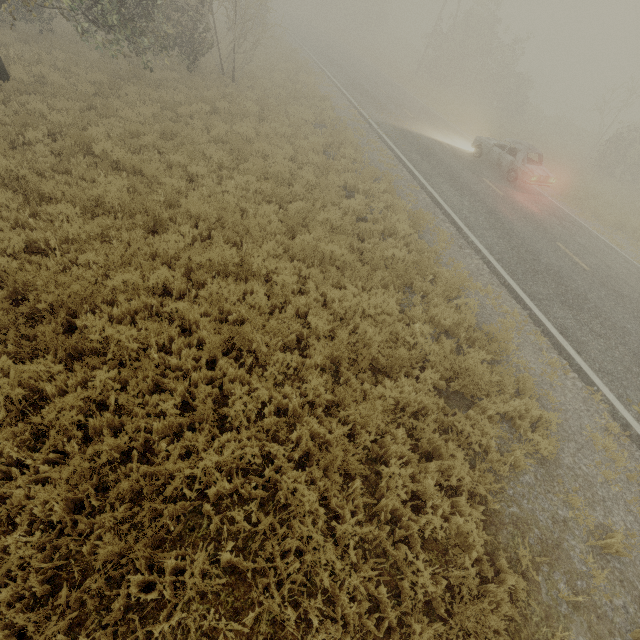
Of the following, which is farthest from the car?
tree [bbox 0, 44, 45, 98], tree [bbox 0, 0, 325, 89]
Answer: tree [bbox 0, 44, 45, 98]

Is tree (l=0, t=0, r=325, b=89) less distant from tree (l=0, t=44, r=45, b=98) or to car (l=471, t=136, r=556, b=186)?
tree (l=0, t=44, r=45, b=98)

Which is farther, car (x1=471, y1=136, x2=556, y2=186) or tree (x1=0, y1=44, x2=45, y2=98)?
car (x1=471, y1=136, x2=556, y2=186)

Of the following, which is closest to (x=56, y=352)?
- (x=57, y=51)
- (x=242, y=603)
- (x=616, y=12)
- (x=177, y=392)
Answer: (x=177, y=392)

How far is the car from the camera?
14.3 meters

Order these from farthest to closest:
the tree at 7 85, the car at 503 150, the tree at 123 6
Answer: the car at 503 150 < the tree at 123 6 < the tree at 7 85

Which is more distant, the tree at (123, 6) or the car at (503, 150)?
the car at (503, 150)
